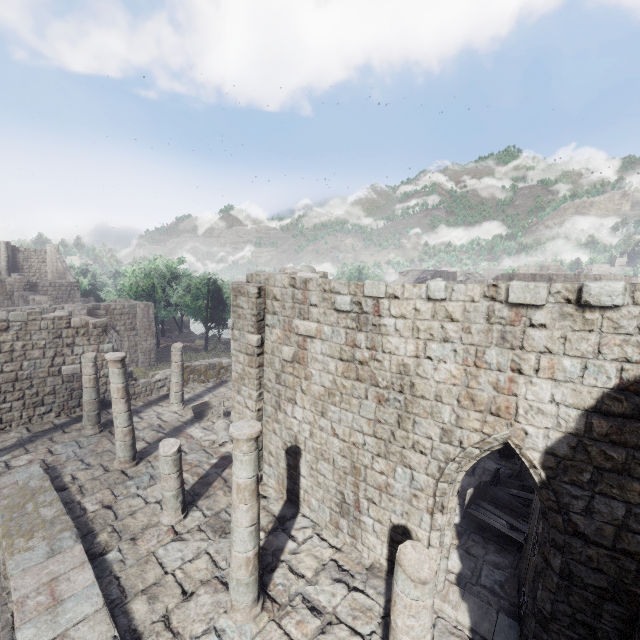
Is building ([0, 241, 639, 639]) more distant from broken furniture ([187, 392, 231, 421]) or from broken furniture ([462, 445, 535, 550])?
broken furniture ([187, 392, 231, 421])

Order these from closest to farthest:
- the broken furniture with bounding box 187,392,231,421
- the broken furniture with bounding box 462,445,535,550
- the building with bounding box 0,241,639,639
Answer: the building with bounding box 0,241,639,639 < the broken furniture with bounding box 462,445,535,550 < the broken furniture with bounding box 187,392,231,421

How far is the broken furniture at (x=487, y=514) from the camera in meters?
8.6

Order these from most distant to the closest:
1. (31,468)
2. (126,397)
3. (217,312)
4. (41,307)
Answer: (217,312), (41,307), (126,397), (31,468)

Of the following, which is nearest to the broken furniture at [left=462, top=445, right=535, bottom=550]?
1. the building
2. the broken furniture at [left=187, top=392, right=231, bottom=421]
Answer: the building

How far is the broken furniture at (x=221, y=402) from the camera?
14.9 meters
